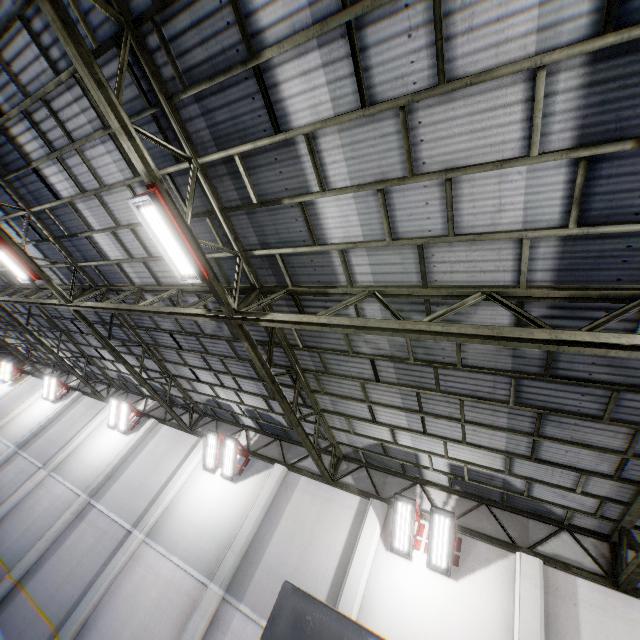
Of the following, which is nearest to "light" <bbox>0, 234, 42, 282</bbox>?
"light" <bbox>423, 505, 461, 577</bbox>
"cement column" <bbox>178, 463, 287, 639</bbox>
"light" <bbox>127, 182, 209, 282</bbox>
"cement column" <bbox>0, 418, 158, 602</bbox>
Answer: "light" <bbox>127, 182, 209, 282</bbox>

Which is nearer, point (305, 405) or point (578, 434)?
point (578, 434)

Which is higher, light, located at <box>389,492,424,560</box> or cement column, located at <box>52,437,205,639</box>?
light, located at <box>389,492,424,560</box>

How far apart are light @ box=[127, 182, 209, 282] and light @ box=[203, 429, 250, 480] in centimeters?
826cm

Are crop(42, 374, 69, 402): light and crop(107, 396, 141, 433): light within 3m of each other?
no

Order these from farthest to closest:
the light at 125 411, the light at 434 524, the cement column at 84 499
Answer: the light at 125 411 < the cement column at 84 499 < the light at 434 524

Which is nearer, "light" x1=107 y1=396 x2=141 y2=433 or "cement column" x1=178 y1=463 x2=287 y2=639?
"cement column" x1=178 y1=463 x2=287 y2=639

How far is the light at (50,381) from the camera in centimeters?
2045cm
